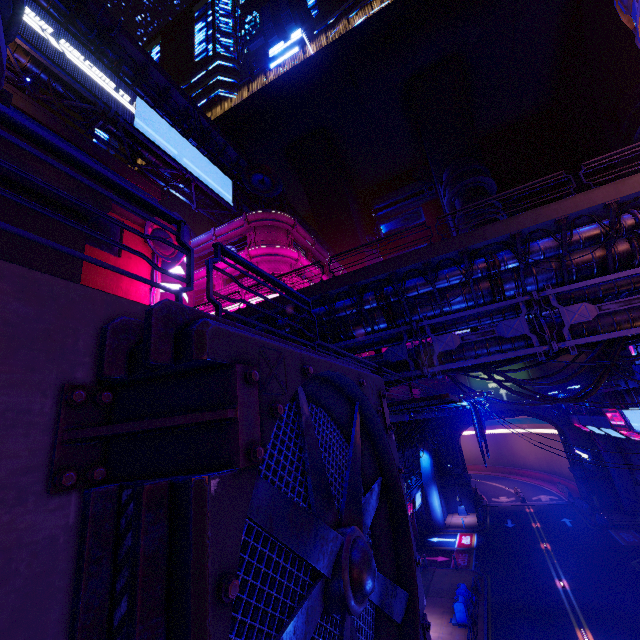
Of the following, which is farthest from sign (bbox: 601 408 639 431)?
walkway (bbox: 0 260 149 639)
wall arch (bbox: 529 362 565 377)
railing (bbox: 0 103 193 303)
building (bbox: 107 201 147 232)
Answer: building (bbox: 107 201 147 232)

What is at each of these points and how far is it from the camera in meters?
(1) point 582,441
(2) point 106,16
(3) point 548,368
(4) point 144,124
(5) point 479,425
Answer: (1) wall arch, 38.5 m
(2) walkway, 26.5 m
(3) wall arch, 41.8 m
(4) sign, 29.8 m
(5) cable, 16.6 m

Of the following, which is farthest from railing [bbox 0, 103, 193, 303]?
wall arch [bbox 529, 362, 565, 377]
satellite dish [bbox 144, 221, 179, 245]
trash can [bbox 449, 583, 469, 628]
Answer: wall arch [bbox 529, 362, 565, 377]

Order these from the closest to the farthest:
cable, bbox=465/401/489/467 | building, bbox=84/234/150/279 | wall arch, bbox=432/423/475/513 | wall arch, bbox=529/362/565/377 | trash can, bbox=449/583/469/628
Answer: cable, bbox=465/401/489/467 < trash can, bbox=449/583/469/628 < building, bbox=84/234/150/279 < wall arch, bbox=529/362/565/377 < wall arch, bbox=432/423/475/513

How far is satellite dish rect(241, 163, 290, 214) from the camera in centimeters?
3747cm

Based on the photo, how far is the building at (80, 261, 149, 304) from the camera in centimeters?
2328cm

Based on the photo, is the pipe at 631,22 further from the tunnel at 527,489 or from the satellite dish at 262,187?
the satellite dish at 262,187

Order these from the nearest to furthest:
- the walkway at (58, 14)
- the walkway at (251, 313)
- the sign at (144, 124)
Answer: the walkway at (251, 313), the sign at (144, 124), the walkway at (58, 14)
